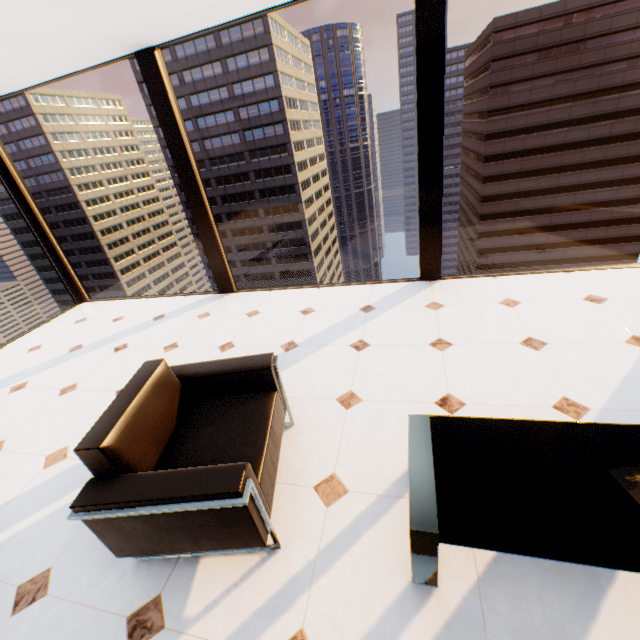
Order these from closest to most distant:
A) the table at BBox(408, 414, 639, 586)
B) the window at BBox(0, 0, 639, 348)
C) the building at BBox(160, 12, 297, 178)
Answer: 1. the table at BBox(408, 414, 639, 586)
2. the window at BBox(0, 0, 639, 348)
3. the building at BBox(160, 12, 297, 178)

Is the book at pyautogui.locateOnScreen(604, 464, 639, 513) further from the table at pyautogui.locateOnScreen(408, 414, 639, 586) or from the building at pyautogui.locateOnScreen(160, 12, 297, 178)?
the building at pyautogui.locateOnScreen(160, 12, 297, 178)

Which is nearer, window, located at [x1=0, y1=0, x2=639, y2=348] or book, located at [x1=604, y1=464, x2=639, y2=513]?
book, located at [x1=604, y1=464, x2=639, y2=513]

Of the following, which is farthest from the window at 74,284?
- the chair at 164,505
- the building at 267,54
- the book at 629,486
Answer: the building at 267,54

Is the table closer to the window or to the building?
the window

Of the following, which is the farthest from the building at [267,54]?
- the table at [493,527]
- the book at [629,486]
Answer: the book at [629,486]

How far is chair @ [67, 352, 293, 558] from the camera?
1.40m

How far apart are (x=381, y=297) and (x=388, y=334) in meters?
0.9
